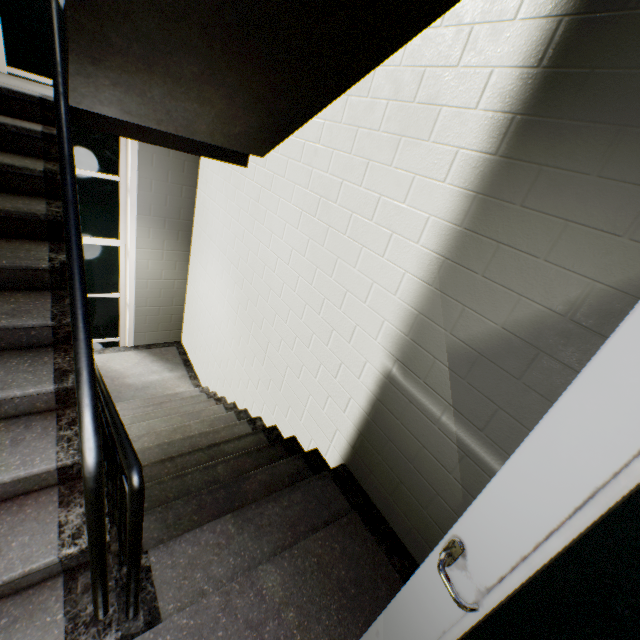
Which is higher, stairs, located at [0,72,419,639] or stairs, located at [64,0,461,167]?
stairs, located at [64,0,461,167]

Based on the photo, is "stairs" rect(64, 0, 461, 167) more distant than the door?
Yes

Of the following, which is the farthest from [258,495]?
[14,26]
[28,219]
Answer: [14,26]

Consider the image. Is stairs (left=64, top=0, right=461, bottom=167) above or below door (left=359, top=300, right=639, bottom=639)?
above

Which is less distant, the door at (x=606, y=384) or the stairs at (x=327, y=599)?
the door at (x=606, y=384)
